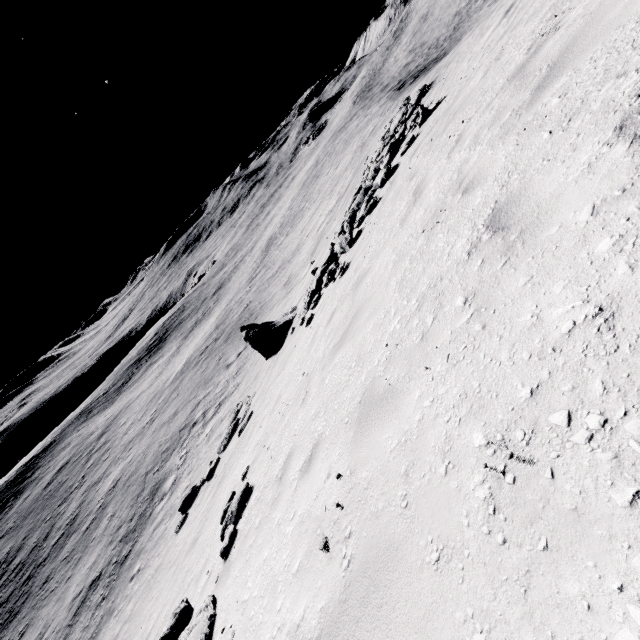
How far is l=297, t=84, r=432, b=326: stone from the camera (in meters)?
11.25

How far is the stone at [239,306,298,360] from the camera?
16.8m

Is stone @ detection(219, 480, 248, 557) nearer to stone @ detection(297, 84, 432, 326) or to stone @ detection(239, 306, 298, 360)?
stone @ detection(297, 84, 432, 326)

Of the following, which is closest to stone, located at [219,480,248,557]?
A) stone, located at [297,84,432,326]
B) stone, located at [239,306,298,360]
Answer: stone, located at [297,84,432,326]

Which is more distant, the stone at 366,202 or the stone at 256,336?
the stone at 256,336

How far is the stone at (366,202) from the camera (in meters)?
11.25

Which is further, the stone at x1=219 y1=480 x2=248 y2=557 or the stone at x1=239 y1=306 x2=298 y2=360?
the stone at x1=239 y1=306 x2=298 y2=360

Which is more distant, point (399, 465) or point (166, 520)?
point (166, 520)
